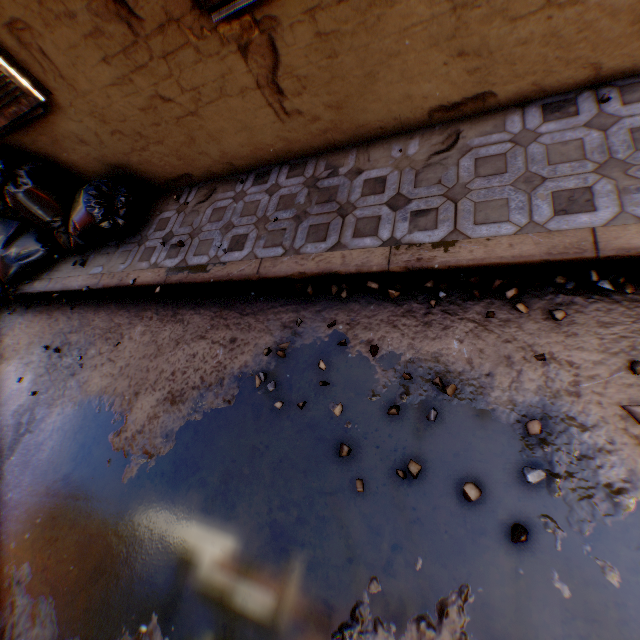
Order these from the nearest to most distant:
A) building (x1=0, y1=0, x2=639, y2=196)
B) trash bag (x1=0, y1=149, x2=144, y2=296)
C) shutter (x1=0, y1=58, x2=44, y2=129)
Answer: building (x1=0, y1=0, x2=639, y2=196)
shutter (x1=0, y1=58, x2=44, y2=129)
trash bag (x1=0, y1=149, x2=144, y2=296)

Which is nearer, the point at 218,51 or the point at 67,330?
the point at 218,51

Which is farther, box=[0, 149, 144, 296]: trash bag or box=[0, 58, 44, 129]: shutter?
box=[0, 149, 144, 296]: trash bag

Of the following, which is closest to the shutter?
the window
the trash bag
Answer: the trash bag

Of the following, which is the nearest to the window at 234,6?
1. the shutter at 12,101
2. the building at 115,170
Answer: the building at 115,170

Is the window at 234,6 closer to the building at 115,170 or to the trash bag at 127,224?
the building at 115,170

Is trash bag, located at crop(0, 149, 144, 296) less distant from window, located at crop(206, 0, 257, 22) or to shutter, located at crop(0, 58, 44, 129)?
shutter, located at crop(0, 58, 44, 129)
